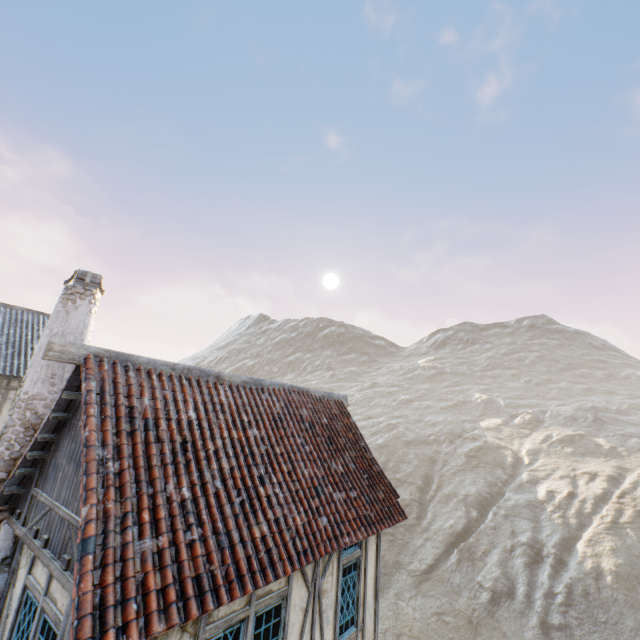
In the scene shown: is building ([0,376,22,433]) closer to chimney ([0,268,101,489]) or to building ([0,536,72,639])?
chimney ([0,268,101,489])

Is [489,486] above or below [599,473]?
below

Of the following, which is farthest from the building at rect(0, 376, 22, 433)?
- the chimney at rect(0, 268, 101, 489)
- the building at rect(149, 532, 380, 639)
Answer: the building at rect(149, 532, 380, 639)

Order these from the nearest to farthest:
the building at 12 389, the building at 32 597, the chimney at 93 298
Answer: the building at 32 597
the chimney at 93 298
the building at 12 389

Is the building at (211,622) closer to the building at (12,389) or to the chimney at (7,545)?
the chimney at (7,545)

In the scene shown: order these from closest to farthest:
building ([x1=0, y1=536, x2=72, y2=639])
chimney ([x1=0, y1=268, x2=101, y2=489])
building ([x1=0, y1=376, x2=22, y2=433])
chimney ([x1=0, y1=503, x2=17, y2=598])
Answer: building ([x1=0, y1=536, x2=72, y2=639]), chimney ([x1=0, y1=503, x2=17, y2=598]), chimney ([x1=0, y1=268, x2=101, y2=489]), building ([x1=0, y1=376, x2=22, y2=433])

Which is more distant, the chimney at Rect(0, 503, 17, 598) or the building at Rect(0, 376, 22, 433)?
the building at Rect(0, 376, 22, 433)
